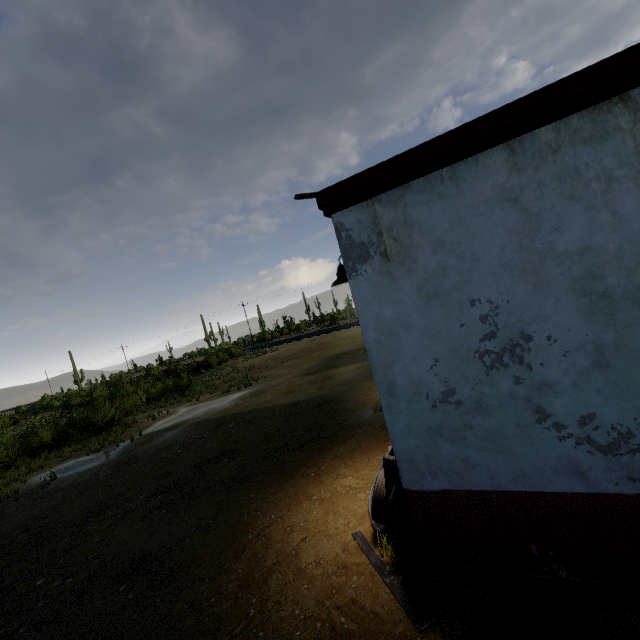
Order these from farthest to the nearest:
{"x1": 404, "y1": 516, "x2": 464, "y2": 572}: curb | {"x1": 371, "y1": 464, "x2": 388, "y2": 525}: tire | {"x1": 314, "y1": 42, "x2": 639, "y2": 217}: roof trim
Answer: {"x1": 371, "y1": 464, "x2": 388, "y2": 525}: tire
{"x1": 404, "y1": 516, "x2": 464, "y2": 572}: curb
{"x1": 314, "y1": 42, "x2": 639, "y2": 217}: roof trim

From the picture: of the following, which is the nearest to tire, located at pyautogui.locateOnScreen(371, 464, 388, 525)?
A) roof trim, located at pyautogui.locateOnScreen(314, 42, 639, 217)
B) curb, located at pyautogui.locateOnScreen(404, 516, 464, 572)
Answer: curb, located at pyautogui.locateOnScreen(404, 516, 464, 572)

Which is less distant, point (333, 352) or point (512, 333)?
point (512, 333)

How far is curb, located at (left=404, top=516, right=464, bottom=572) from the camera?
3.4 meters

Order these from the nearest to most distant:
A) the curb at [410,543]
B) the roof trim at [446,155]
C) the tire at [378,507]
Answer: the roof trim at [446,155]
the curb at [410,543]
the tire at [378,507]

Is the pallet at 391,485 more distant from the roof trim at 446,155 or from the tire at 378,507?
the roof trim at 446,155

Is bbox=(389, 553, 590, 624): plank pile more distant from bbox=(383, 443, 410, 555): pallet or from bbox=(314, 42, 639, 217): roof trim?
bbox=(314, 42, 639, 217): roof trim
